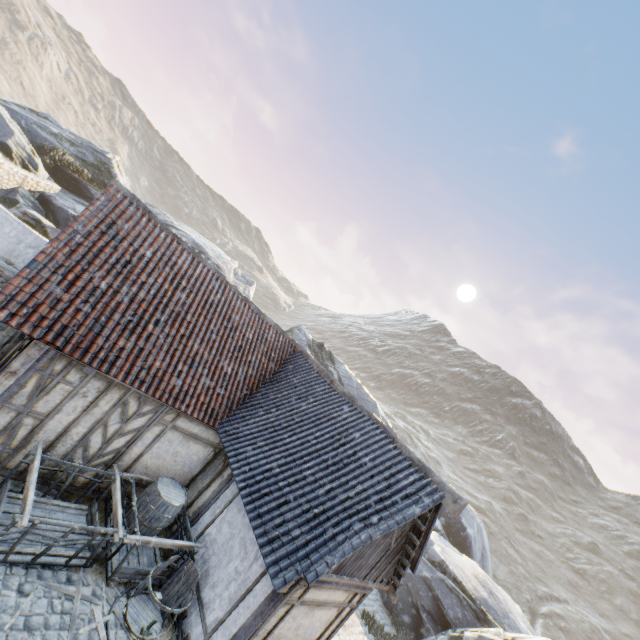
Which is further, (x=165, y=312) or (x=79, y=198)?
(x=79, y=198)

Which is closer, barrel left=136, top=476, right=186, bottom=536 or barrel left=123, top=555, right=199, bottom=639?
barrel left=123, top=555, right=199, bottom=639

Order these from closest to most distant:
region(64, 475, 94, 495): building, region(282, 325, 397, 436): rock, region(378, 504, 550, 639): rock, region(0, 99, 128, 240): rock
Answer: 1. region(64, 475, 94, 495): building
2. region(378, 504, 550, 639): rock
3. region(0, 99, 128, 240): rock
4. region(282, 325, 397, 436): rock

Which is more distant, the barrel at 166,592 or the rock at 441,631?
the rock at 441,631

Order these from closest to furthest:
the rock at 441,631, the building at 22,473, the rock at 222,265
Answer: the building at 22,473 → the rock at 441,631 → the rock at 222,265

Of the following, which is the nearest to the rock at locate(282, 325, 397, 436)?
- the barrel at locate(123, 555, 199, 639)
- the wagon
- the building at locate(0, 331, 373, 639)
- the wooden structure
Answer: the building at locate(0, 331, 373, 639)

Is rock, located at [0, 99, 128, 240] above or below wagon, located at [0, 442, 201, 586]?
above

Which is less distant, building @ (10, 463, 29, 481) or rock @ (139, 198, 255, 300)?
building @ (10, 463, 29, 481)
